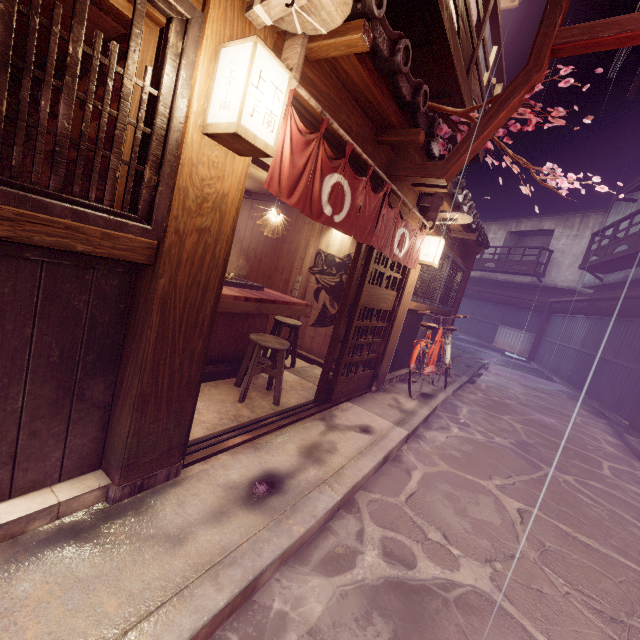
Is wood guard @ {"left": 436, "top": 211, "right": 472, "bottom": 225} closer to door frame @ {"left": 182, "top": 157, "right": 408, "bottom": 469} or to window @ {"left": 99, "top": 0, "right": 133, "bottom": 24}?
door frame @ {"left": 182, "top": 157, "right": 408, "bottom": 469}

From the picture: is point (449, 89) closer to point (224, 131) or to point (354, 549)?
point (224, 131)

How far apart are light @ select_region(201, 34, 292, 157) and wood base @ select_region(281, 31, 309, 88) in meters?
0.2 m

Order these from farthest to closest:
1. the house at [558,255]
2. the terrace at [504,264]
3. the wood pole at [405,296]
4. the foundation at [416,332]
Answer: the terrace at [504,264] < the house at [558,255] < the foundation at [416,332] < the wood pole at [405,296]

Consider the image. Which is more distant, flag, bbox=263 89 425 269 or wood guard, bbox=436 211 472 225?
wood guard, bbox=436 211 472 225

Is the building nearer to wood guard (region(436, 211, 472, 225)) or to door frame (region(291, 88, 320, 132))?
door frame (region(291, 88, 320, 132))

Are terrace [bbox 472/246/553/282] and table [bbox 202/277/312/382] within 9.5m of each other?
no

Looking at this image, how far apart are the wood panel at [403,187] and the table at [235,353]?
4.2m
